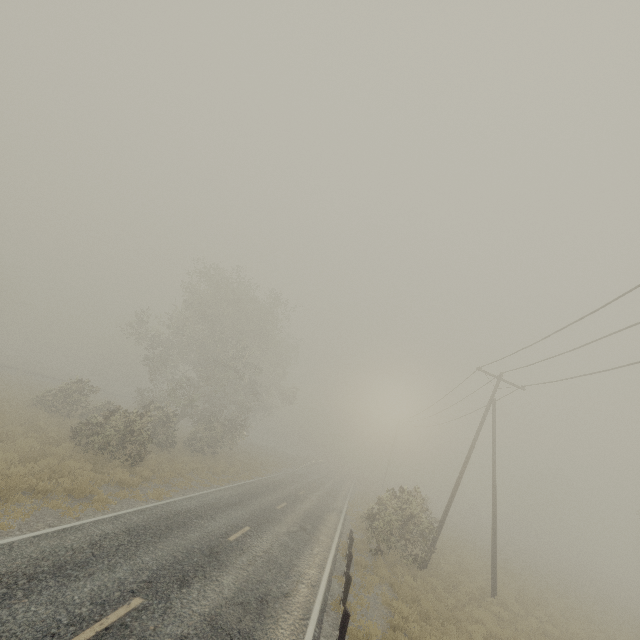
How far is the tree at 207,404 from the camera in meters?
17.9

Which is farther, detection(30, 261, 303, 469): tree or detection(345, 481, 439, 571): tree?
detection(30, 261, 303, 469): tree

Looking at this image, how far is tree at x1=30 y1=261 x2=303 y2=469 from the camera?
17.91m

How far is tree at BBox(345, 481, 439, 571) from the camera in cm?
1670

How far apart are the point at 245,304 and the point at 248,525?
23.0m

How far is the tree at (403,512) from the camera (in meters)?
16.70
